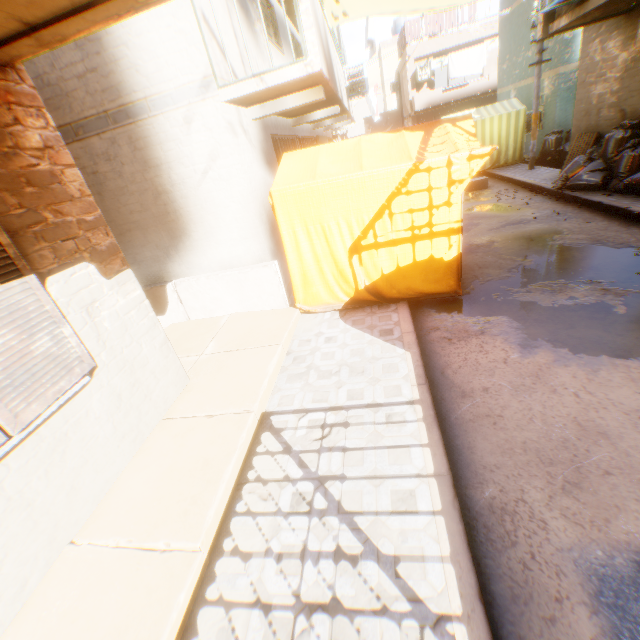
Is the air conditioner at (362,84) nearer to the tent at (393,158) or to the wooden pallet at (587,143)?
the tent at (393,158)

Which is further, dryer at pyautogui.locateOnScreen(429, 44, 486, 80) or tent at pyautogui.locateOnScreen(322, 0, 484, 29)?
dryer at pyautogui.locateOnScreen(429, 44, 486, 80)

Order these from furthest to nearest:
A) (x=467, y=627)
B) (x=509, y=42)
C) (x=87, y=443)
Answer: (x=509, y=42) < (x=87, y=443) < (x=467, y=627)

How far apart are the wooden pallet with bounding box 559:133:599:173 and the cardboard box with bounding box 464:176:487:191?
1.8m

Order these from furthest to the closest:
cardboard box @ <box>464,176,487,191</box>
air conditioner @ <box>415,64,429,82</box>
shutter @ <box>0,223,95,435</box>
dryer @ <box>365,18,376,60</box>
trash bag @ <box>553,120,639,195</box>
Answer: air conditioner @ <box>415,64,429,82</box>, cardboard box @ <box>464,176,487,191</box>, dryer @ <box>365,18,376,60</box>, trash bag @ <box>553,120,639,195</box>, shutter @ <box>0,223,95,435</box>

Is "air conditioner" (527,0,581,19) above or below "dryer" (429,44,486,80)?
below

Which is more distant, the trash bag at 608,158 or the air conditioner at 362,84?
the air conditioner at 362,84

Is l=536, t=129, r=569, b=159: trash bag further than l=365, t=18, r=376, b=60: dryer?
Yes
